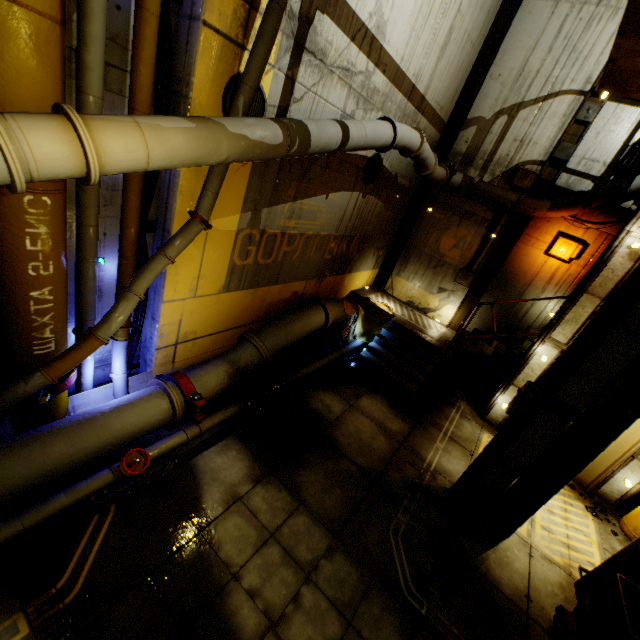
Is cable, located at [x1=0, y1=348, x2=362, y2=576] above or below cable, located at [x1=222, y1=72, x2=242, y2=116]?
below

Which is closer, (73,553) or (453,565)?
(73,553)

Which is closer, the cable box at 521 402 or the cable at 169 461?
the cable at 169 461

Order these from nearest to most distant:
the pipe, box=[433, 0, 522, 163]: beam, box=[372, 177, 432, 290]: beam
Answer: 1. the pipe
2. box=[433, 0, 522, 163]: beam
3. box=[372, 177, 432, 290]: beam

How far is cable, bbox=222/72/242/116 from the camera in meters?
4.6 m

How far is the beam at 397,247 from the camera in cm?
1183

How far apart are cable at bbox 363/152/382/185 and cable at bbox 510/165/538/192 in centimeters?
452cm

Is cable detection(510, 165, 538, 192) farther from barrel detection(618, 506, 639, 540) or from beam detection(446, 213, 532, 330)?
barrel detection(618, 506, 639, 540)
